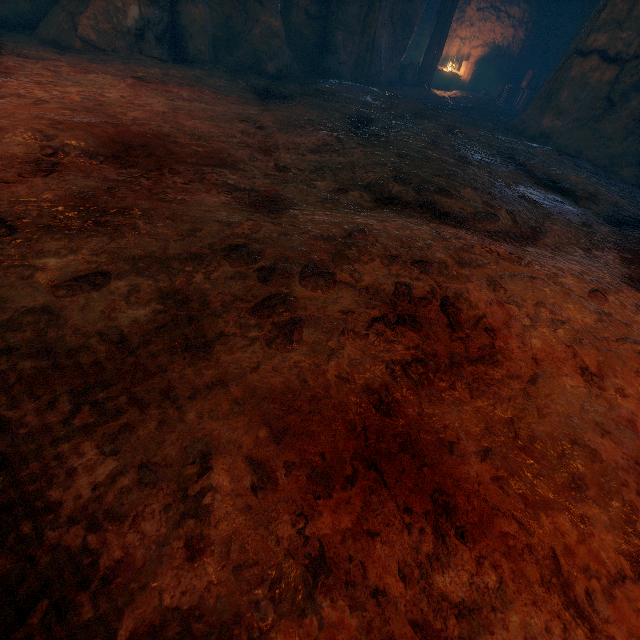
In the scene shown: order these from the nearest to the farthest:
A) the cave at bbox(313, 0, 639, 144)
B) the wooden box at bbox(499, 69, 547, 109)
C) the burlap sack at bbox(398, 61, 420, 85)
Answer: the cave at bbox(313, 0, 639, 144) → the burlap sack at bbox(398, 61, 420, 85) → the wooden box at bbox(499, 69, 547, 109)

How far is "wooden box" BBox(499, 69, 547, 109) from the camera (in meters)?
12.65

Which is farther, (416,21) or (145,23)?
(416,21)

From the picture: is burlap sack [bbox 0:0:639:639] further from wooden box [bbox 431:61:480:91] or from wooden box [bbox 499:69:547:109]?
wooden box [bbox 431:61:480:91]

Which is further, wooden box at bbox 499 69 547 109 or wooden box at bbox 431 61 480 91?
wooden box at bbox 431 61 480 91

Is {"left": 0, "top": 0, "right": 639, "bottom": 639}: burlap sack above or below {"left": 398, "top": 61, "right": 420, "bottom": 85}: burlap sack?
below

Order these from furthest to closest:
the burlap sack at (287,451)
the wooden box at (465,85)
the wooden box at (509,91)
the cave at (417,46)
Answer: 1. the wooden box at (465,85)
2. the wooden box at (509,91)
3. the cave at (417,46)
4. the burlap sack at (287,451)

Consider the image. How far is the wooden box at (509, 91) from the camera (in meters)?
12.65
